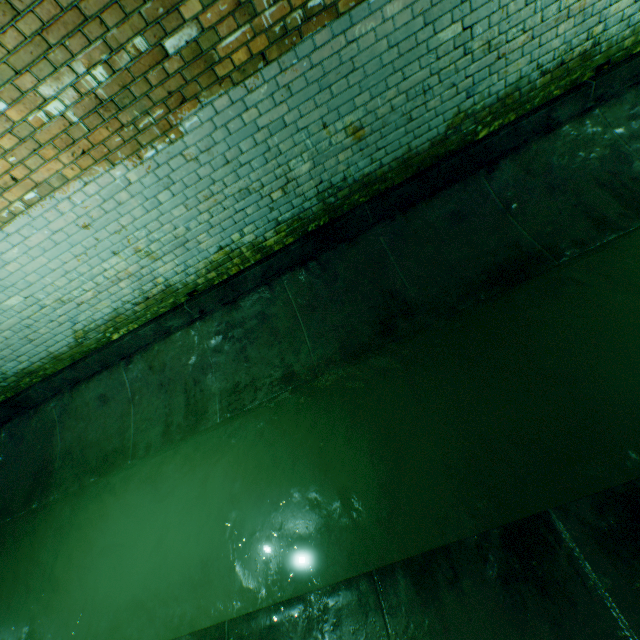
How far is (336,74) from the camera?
2.70m
